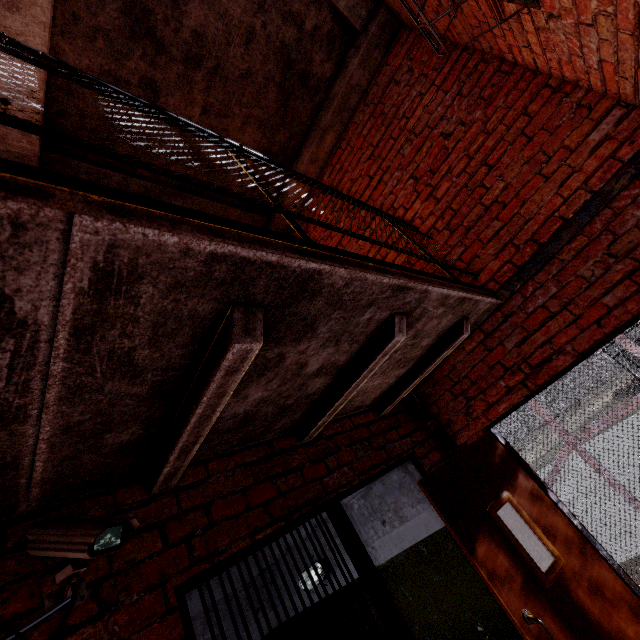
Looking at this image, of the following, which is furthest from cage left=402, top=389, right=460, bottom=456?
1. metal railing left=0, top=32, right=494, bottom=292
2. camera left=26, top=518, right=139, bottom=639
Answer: camera left=26, top=518, right=139, bottom=639

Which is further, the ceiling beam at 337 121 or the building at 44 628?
the ceiling beam at 337 121

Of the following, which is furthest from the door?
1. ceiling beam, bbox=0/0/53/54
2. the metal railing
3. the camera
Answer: ceiling beam, bbox=0/0/53/54

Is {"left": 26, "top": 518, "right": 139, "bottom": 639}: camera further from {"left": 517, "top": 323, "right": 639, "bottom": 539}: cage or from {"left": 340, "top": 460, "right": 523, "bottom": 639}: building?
{"left": 517, "top": 323, "right": 639, "bottom": 539}: cage

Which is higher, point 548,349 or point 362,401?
point 362,401

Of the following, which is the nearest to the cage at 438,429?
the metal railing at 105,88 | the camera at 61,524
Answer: the metal railing at 105,88

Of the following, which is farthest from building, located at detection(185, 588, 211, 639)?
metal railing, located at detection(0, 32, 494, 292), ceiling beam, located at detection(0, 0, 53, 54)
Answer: ceiling beam, located at detection(0, 0, 53, 54)

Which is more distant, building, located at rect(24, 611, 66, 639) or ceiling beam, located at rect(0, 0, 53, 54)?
ceiling beam, located at rect(0, 0, 53, 54)
